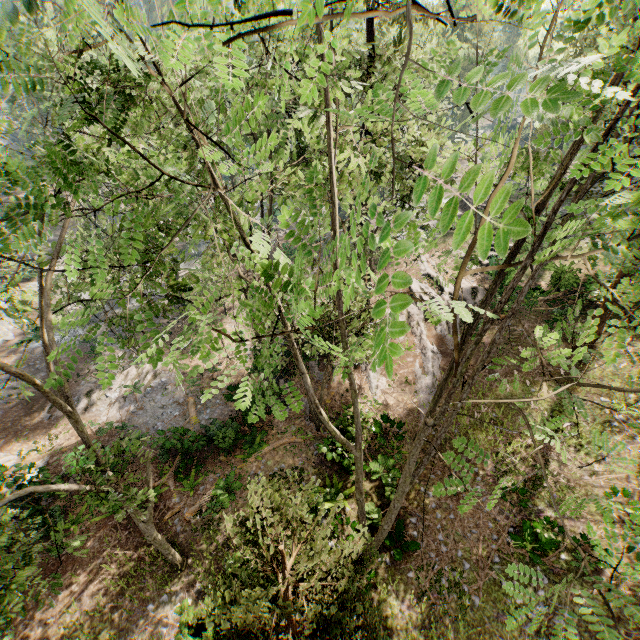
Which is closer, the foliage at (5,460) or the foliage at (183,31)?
the foliage at (183,31)

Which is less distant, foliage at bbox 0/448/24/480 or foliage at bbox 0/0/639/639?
foliage at bbox 0/0/639/639

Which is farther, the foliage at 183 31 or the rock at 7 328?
the rock at 7 328

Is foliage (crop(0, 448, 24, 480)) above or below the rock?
above

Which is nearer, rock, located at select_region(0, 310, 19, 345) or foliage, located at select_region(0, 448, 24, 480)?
foliage, located at select_region(0, 448, 24, 480)

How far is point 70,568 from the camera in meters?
14.2 m

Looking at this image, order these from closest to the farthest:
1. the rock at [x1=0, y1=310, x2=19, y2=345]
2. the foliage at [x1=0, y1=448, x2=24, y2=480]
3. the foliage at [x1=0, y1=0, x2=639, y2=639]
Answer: the foliage at [x1=0, y1=0, x2=639, y2=639], the foliage at [x1=0, y1=448, x2=24, y2=480], the rock at [x1=0, y1=310, x2=19, y2=345]
